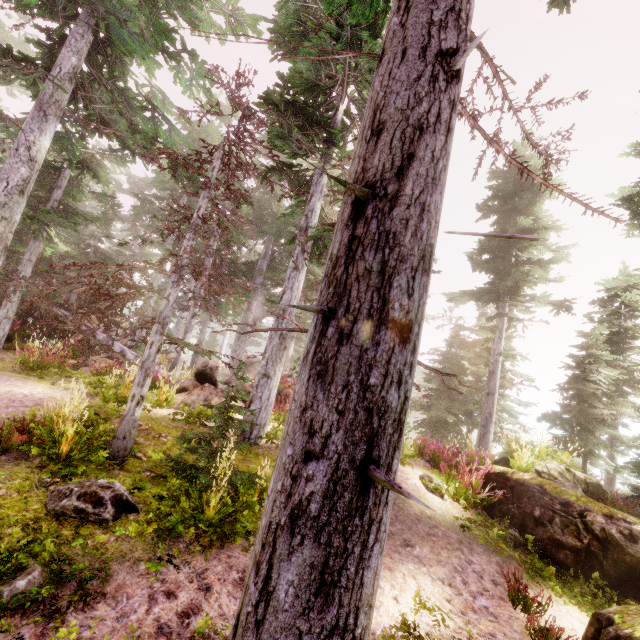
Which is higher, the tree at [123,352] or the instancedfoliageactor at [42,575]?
the tree at [123,352]

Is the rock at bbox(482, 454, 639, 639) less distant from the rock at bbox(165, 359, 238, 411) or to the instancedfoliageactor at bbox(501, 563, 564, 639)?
the instancedfoliageactor at bbox(501, 563, 564, 639)

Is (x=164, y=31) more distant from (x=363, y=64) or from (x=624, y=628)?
(x=624, y=628)

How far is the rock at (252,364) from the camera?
32.9 meters

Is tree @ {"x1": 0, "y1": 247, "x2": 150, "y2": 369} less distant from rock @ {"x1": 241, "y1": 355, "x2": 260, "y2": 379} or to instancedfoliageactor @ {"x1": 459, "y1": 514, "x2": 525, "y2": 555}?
instancedfoliageactor @ {"x1": 459, "y1": 514, "x2": 525, "y2": 555}

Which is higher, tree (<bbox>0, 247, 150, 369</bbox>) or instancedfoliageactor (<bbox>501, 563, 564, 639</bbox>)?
tree (<bbox>0, 247, 150, 369</bbox>)

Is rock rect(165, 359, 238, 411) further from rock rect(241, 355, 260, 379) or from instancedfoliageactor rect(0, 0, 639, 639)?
rock rect(241, 355, 260, 379)
